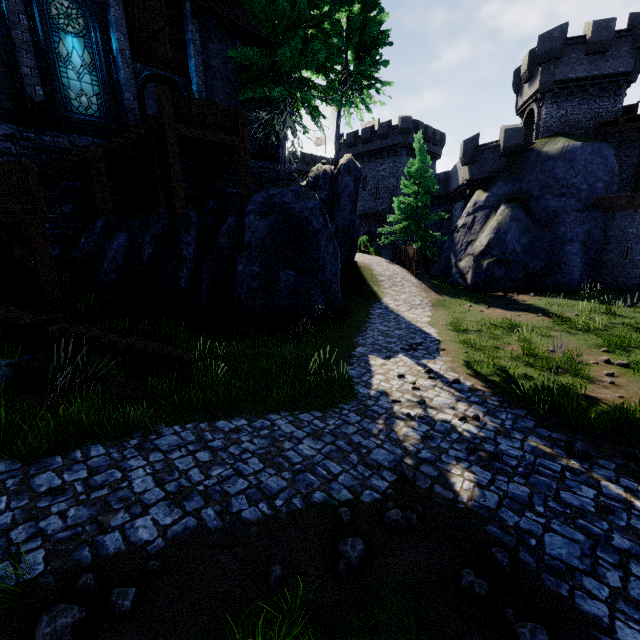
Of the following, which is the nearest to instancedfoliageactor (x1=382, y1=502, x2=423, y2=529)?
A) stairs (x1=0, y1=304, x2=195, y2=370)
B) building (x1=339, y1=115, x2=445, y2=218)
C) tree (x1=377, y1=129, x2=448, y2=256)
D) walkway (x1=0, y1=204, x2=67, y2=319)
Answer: stairs (x1=0, y1=304, x2=195, y2=370)

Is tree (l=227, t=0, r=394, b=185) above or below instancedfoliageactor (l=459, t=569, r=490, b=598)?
above

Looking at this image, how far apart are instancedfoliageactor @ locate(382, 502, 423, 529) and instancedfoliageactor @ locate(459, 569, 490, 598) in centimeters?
73cm

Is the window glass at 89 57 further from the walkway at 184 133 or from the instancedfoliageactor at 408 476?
the instancedfoliageactor at 408 476

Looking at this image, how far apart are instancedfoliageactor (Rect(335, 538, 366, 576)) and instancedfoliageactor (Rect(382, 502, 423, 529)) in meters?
0.5 m

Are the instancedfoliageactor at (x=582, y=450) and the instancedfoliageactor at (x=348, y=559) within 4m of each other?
no

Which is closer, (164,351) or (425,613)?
(425,613)

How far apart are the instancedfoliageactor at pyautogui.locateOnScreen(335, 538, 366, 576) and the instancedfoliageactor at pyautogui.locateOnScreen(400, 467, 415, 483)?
1.61m
